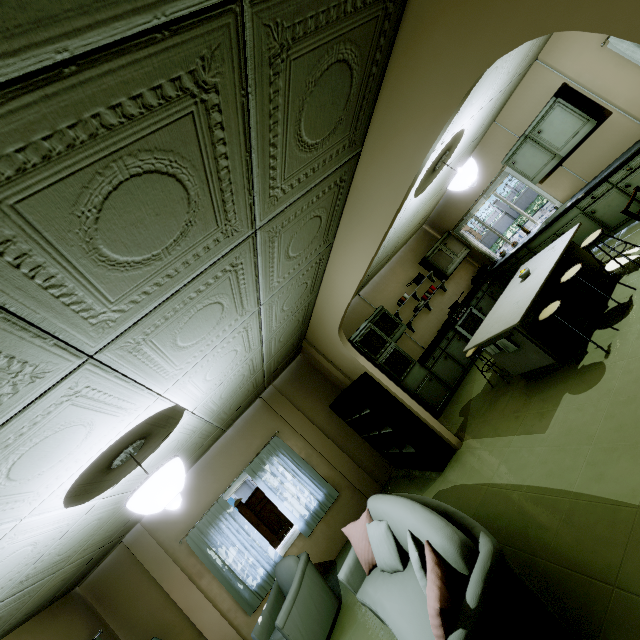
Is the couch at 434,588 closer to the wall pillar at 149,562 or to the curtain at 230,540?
the curtain at 230,540

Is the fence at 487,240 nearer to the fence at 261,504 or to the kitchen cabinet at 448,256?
the fence at 261,504

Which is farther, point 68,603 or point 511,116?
point 511,116

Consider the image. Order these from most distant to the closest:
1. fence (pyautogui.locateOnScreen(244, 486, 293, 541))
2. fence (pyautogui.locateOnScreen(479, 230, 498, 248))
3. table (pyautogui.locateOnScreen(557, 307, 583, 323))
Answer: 1. fence (pyautogui.locateOnScreen(479, 230, 498, 248))
2. fence (pyautogui.locateOnScreen(244, 486, 293, 541))
3. table (pyautogui.locateOnScreen(557, 307, 583, 323))

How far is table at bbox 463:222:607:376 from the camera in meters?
3.8

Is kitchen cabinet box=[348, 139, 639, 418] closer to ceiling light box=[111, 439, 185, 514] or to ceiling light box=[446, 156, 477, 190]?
ceiling light box=[446, 156, 477, 190]

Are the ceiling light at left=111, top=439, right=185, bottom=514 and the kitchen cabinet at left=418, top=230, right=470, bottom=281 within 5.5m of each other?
no

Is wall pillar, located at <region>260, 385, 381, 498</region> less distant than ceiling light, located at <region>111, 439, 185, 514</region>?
No
